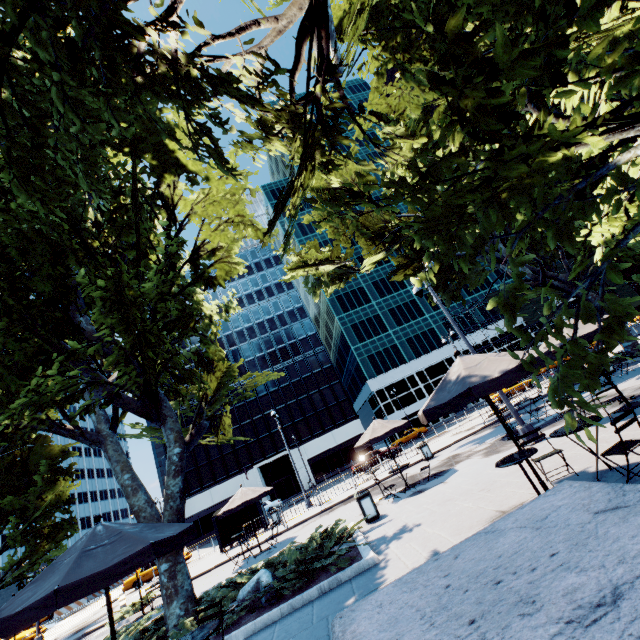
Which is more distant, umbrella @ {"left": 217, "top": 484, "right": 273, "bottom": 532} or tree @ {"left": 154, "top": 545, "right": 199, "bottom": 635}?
umbrella @ {"left": 217, "top": 484, "right": 273, "bottom": 532}

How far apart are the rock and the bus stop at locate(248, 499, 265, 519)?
14.9 meters

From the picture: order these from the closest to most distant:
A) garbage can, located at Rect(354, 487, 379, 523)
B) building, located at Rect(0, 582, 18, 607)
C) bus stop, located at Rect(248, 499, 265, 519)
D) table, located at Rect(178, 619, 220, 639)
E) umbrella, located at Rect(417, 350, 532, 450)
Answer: table, located at Rect(178, 619, 220, 639) → umbrella, located at Rect(417, 350, 532, 450) → garbage can, located at Rect(354, 487, 379, 523) → bus stop, located at Rect(248, 499, 265, 519) → building, located at Rect(0, 582, 18, 607)

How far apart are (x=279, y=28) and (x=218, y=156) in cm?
383

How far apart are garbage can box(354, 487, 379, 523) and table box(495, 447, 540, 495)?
6.85m

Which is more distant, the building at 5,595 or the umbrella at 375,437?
the building at 5,595

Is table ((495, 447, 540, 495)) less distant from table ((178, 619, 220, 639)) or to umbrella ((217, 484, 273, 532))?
table ((178, 619, 220, 639))

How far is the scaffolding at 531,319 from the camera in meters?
56.4
